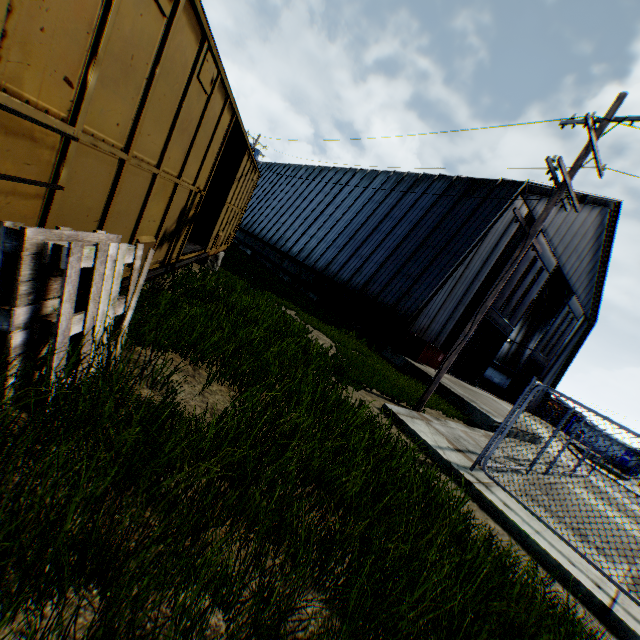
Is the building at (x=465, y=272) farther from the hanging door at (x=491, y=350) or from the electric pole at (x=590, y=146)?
the electric pole at (x=590, y=146)

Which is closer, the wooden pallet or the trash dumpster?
the wooden pallet

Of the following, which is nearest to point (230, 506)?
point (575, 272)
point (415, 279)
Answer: point (415, 279)

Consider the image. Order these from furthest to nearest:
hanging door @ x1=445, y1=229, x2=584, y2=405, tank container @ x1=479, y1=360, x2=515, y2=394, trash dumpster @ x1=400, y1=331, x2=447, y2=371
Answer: tank container @ x1=479, y1=360, x2=515, y2=394 → hanging door @ x1=445, y1=229, x2=584, y2=405 → trash dumpster @ x1=400, y1=331, x2=447, y2=371

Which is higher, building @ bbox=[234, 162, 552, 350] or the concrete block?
building @ bbox=[234, 162, 552, 350]

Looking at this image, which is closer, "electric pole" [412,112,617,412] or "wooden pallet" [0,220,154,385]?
"wooden pallet" [0,220,154,385]

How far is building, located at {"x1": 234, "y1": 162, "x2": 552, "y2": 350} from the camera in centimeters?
1717cm

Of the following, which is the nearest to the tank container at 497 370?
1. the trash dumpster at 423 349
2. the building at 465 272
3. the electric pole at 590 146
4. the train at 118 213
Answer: the building at 465 272
